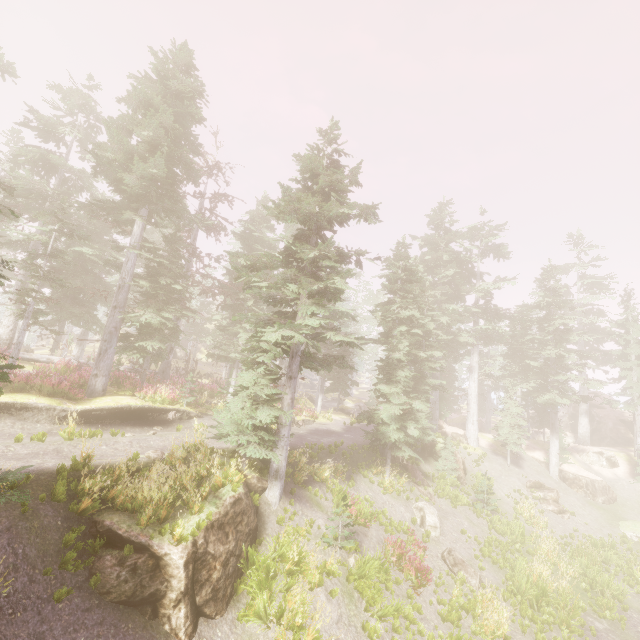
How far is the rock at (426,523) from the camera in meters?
17.4 m

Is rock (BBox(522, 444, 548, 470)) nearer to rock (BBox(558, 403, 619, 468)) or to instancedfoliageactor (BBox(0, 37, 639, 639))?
instancedfoliageactor (BBox(0, 37, 639, 639))

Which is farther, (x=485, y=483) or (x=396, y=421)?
(x=485, y=483)

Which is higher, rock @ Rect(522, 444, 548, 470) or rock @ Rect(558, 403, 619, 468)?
rock @ Rect(558, 403, 619, 468)

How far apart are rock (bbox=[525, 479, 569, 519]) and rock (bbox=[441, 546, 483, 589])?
13.32m

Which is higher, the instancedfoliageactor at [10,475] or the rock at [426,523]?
the instancedfoliageactor at [10,475]

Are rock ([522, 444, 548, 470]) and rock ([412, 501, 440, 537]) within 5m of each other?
no

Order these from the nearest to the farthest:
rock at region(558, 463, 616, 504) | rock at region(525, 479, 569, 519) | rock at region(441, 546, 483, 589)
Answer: rock at region(441, 546, 483, 589) → rock at region(525, 479, 569, 519) → rock at region(558, 463, 616, 504)
